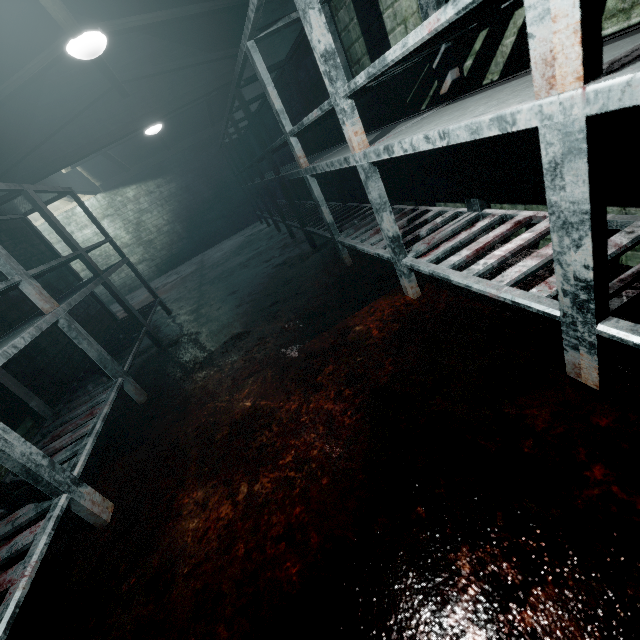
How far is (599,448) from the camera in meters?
0.9

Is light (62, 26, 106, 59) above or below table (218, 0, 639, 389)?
above

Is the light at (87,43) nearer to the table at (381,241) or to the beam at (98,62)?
the beam at (98,62)

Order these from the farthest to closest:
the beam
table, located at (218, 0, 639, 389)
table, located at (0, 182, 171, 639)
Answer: the beam < table, located at (0, 182, 171, 639) < table, located at (218, 0, 639, 389)

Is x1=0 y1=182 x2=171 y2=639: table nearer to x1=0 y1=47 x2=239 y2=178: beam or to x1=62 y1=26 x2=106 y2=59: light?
x1=0 y1=47 x2=239 y2=178: beam

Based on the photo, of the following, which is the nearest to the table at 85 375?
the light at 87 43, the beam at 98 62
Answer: the beam at 98 62

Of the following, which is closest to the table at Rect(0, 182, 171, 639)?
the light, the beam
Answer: the beam
